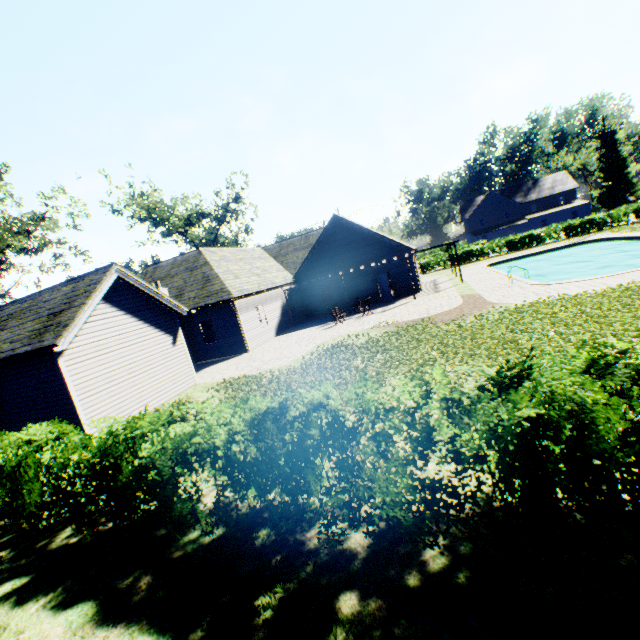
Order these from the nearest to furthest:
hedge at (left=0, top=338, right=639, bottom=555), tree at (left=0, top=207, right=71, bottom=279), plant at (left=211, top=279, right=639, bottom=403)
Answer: hedge at (left=0, top=338, right=639, bottom=555) → plant at (left=211, top=279, right=639, bottom=403) → tree at (left=0, top=207, right=71, bottom=279)

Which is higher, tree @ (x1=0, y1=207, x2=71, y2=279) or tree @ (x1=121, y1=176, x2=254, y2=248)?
tree @ (x1=121, y1=176, x2=254, y2=248)

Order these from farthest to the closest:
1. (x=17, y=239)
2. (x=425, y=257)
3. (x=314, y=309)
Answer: (x=425, y=257) < (x=314, y=309) < (x=17, y=239)

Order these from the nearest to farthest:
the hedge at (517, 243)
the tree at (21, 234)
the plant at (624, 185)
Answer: the tree at (21, 234) → the hedge at (517, 243) → the plant at (624, 185)

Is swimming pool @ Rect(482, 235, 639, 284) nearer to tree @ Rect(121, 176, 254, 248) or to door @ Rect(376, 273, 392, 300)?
tree @ Rect(121, 176, 254, 248)

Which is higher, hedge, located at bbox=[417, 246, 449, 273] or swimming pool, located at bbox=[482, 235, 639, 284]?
Answer: hedge, located at bbox=[417, 246, 449, 273]

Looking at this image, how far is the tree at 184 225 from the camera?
38.94m

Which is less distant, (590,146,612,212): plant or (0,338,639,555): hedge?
(0,338,639,555): hedge
